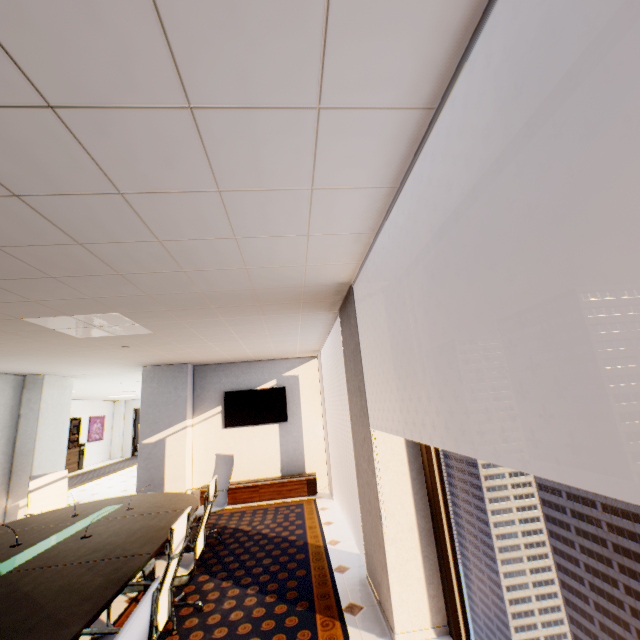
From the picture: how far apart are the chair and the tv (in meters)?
2.85

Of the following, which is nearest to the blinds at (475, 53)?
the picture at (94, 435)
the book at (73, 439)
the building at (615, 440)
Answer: the book at (73, 439)

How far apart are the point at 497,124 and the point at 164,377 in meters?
7.5 m

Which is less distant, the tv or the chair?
the chair

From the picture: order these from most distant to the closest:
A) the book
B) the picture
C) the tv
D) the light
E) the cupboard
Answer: the picture, the book, the tv, the cupboard, the light

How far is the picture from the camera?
15.3m

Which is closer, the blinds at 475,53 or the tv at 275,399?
the blinds at 475,53

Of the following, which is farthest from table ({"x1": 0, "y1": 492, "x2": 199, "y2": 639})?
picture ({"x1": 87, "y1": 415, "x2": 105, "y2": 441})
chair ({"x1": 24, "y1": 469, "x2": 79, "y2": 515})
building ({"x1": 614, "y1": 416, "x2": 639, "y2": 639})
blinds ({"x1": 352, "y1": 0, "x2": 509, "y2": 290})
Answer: building ({"x1": 614, "y1": 416, "x2": 639, "y2": 639})
